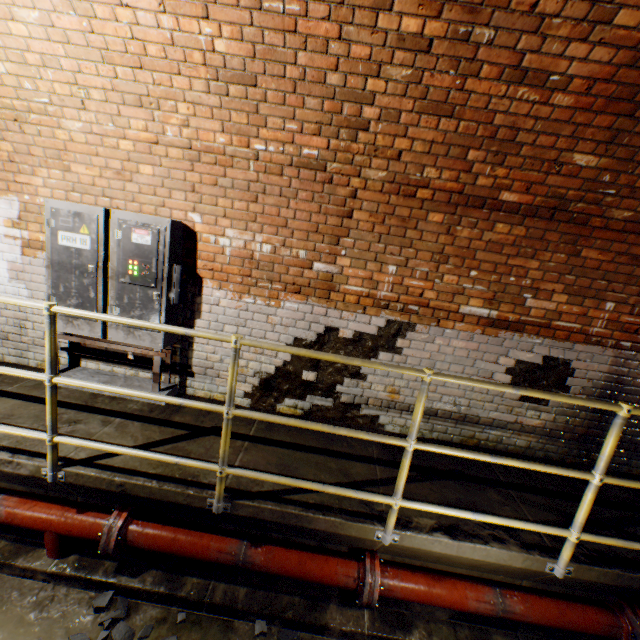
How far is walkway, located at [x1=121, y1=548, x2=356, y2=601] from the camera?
2.6 meters

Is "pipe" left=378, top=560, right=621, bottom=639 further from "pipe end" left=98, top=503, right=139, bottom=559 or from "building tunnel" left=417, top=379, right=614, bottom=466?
"pipe end" left=98, top=503, right=139, bottom=559

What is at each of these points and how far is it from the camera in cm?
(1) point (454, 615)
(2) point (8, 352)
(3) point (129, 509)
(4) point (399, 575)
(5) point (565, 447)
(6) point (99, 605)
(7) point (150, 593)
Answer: (1) walkway, 258
(2) building tunnel, 375
(3) pipe end, 254
(4) pipe, 248
(5) building tunnel, 360
(6) rock, 237
(7) building tunnel, 248

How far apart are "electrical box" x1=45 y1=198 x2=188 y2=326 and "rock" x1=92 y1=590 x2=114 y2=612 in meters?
1.5 m

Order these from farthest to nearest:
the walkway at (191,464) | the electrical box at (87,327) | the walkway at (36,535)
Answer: the electrical box at (87,327), the walkway at (36,535), the walkway at (191,464)

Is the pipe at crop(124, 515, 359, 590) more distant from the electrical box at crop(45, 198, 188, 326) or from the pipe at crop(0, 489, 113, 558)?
the electrical box at crop(45, 198, 188, 326)

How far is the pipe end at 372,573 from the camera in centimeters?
236cm

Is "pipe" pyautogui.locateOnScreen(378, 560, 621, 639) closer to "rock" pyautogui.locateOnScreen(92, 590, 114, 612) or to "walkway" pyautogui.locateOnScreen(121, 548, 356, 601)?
"walkway" pyautogui.locateOnScreen(121, 548, 356, 601)
